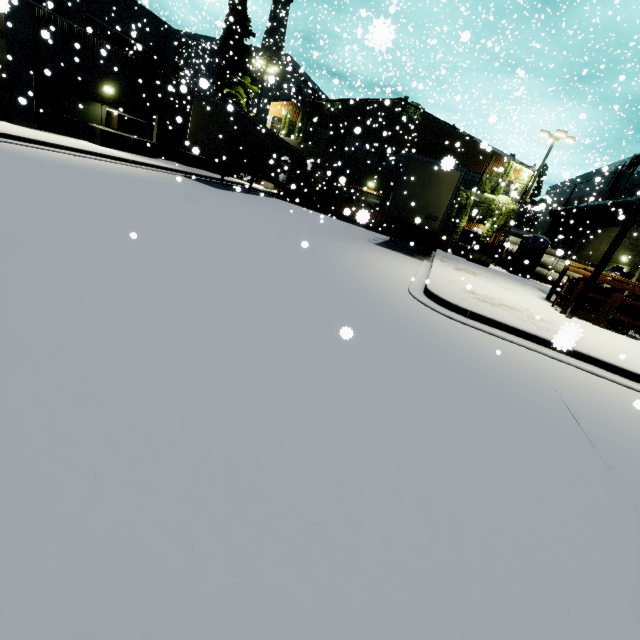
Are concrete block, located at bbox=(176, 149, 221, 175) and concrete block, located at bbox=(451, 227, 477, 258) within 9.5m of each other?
no

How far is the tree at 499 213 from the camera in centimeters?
2534cm

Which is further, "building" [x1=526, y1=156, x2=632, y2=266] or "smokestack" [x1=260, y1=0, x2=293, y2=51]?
"smokestack" [x1=260, y1=0, x2=293, y2=51]

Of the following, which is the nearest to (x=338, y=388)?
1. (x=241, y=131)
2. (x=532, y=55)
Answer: (x=241, y=131)

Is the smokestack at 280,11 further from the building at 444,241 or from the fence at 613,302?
the fence at 613,302

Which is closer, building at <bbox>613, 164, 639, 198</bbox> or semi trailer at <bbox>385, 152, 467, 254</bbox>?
semi trailer at <bbox>385, 152, 467, 254</bbox>

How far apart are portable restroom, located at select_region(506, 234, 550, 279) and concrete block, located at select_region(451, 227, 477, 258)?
3.1 meters

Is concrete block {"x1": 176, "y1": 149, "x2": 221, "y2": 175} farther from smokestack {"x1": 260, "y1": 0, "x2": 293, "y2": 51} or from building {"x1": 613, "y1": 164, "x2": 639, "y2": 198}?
smokestack {"x1": 260, "y1": 0, "x2": 293, "y2": 51}
